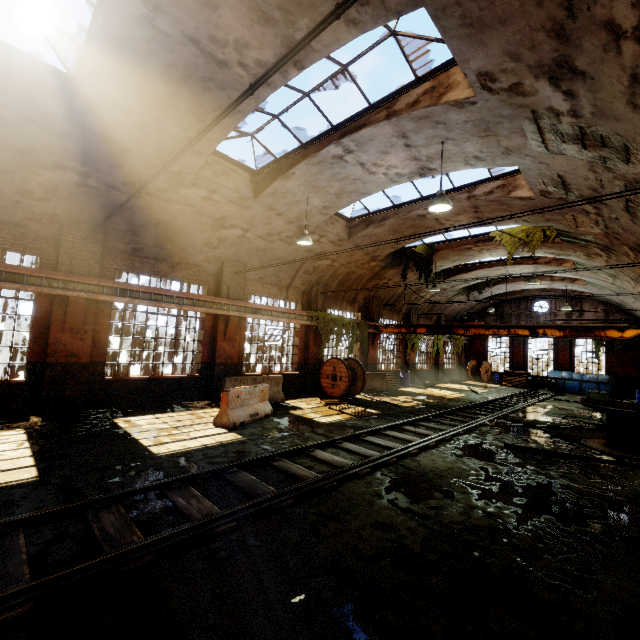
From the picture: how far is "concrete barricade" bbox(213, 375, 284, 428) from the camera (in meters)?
8.97

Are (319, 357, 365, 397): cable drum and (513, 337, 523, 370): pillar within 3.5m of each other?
no

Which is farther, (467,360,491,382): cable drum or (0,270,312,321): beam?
(467,360,491,382): cable drum

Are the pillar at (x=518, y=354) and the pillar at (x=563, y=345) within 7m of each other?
yes

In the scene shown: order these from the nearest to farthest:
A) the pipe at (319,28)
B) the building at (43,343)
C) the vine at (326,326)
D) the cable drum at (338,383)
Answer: the pipe at (319,28), the building at (43,343), the cable drum at (338,383), the vine at (326,326)

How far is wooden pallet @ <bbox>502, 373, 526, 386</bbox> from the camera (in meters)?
25.59

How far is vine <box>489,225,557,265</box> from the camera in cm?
1330

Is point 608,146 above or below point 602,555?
above
